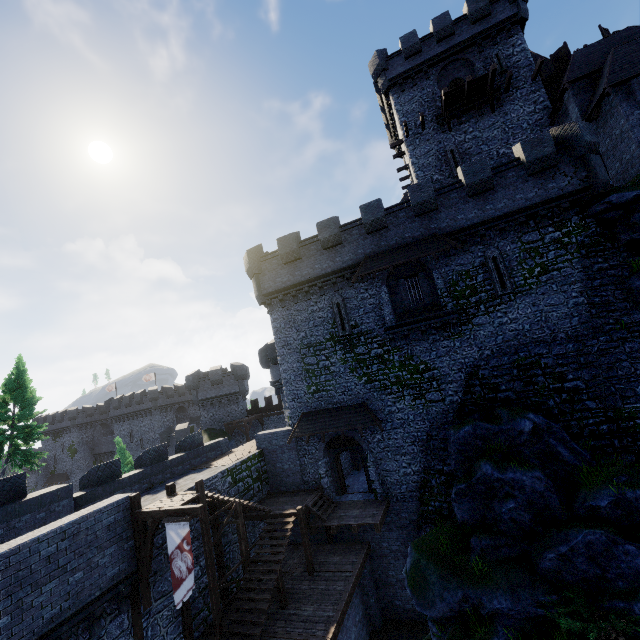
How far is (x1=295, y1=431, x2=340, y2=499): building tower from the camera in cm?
2005

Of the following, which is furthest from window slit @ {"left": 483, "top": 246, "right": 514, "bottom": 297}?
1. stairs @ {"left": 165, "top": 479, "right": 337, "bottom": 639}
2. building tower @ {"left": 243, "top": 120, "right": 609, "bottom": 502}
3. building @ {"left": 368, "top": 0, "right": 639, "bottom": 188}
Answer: stairs @ {"left": 165, "top": 479, "right": 337, "bottom": 639}

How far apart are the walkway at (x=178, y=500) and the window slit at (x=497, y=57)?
32.8m

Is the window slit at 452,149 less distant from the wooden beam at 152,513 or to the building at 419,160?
the building at 419,160

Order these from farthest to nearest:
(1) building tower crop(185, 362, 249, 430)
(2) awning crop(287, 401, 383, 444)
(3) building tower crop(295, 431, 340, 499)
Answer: (1) building tower crop(185, 362, 249, 430)
(3) building tower crop(295, 431, 340, 499)
(2) awning crop(287, 401, 383, 444)

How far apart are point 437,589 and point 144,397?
50.3m

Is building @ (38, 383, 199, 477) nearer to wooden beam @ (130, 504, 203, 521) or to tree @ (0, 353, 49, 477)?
tree @ (0, 353, 49, 477)

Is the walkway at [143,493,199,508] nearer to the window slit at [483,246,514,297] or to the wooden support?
the wooden support
